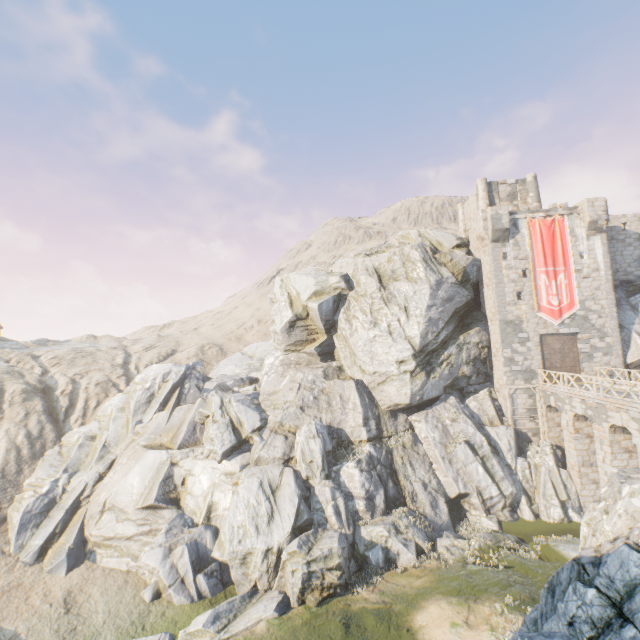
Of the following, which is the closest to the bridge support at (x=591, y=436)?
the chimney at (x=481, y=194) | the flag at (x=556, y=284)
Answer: the flag at (x=556, y=284)

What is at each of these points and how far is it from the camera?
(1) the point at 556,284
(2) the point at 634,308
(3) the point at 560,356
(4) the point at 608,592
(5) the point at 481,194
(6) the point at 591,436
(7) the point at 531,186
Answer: (1) flag, 25.91m
(2) rock, 27.02m
(3) castle gate, 25.81m
(4) rock, 5.59m
(5) chimney, 31.94m
(6) bridge support, 21.72m
(7) chimney, 31.59m

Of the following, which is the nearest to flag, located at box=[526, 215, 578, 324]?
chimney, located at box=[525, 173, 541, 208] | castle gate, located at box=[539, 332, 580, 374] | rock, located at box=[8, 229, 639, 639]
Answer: castle gate, located at box=[539, 332, 580, 374]

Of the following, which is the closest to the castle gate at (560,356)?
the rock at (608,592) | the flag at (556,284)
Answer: the flag at (556,284)

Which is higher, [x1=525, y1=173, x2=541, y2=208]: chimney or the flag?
[x1=525, y1=173, x2=541, y2=208]: chimney

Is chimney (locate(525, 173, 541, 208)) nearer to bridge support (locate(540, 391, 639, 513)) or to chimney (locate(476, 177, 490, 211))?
chimney (locate(476, 177, 490, 211))

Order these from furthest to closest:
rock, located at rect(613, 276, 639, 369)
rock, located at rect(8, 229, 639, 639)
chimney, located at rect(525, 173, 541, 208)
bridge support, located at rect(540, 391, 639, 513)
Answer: chimney, located at rect(525, 173, 541, 208), rock, located at rect(613, 276, 639, 369), bridge support, located at rect(540, 391, 639, 513), rock, located at rect(8, 229, 639, 639)

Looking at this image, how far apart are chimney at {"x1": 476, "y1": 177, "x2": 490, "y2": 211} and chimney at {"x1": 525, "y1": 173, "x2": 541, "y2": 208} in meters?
3.2
